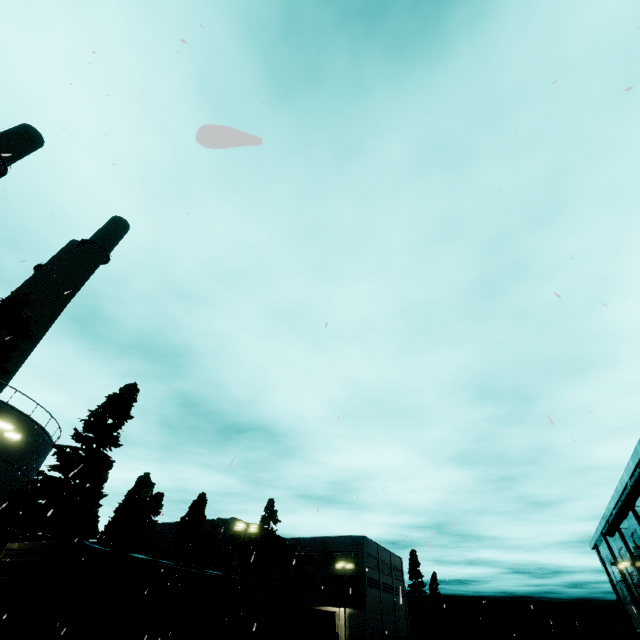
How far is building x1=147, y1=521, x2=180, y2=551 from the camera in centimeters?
5469cm

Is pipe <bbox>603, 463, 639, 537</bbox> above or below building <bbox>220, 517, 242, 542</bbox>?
below

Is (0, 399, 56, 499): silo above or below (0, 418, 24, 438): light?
above

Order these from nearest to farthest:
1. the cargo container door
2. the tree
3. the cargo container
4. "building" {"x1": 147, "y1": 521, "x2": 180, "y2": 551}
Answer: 1. the cargo container door
2. the cargo container
3. the tree
4. "building" {"x1": 147, "y1": 521, "x2": 180, "y2": 551}

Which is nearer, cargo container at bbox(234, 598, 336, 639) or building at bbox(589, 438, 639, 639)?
cargo container at bbox(234, 598, 336, 639)

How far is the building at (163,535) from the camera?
54.69m

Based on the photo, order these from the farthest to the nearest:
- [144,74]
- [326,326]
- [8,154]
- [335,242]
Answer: [144,74] < [335,242] < [8,154] < [326,326]

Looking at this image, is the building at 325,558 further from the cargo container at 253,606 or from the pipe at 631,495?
the cargo container at 253,606
